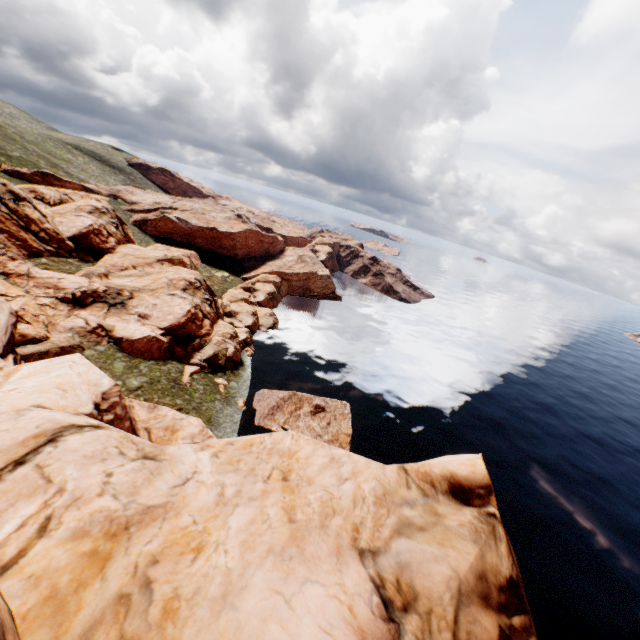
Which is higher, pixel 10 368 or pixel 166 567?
pixel 166 567
